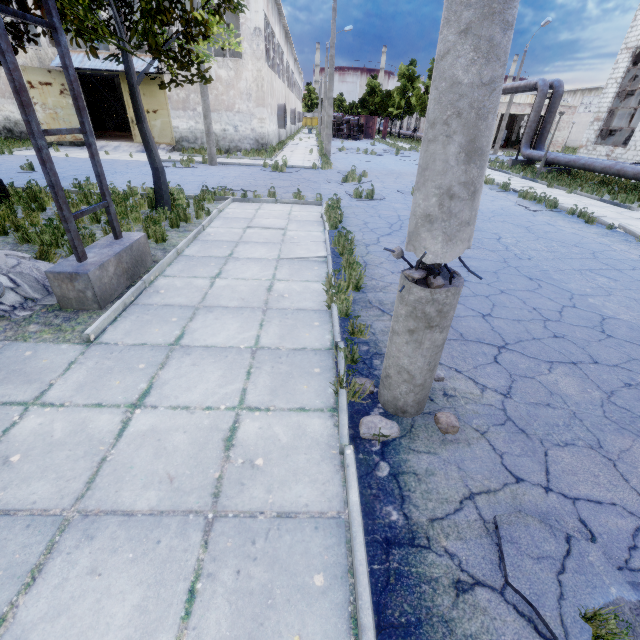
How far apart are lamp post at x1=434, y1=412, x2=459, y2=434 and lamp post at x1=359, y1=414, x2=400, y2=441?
0.4 meters

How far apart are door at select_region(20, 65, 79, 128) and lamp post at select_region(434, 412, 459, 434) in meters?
28.2

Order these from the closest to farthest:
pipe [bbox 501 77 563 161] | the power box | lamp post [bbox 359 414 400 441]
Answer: lamp post [bbox 359 414 400 441] → pipe [bbox 501 77 563 161] → the power box

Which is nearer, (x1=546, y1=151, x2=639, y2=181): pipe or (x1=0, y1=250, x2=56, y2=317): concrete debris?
(x1=0, y1=250, x2=56, y2=317): concrete debris

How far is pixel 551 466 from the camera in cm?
280

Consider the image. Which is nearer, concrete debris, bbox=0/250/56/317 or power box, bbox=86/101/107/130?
concrete debris, bbox=0/250/56/317

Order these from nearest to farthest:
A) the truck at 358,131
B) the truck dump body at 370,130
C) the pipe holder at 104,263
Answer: the pipe holder at 104,263, the truck at 358,131, the truck dump body at 370,130

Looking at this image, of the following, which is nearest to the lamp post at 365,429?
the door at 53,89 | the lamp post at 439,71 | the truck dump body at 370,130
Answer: the lamp post at 439,71
